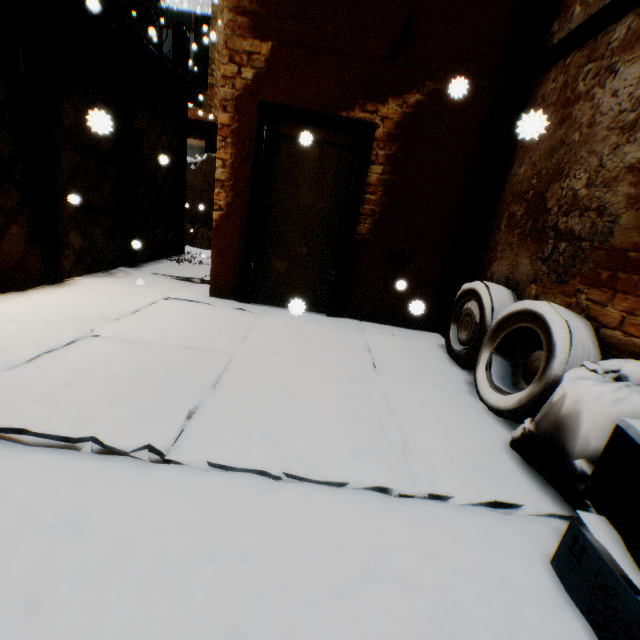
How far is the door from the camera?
4.0 meters

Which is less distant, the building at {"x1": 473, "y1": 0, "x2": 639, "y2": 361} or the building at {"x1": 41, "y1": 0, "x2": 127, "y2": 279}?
the building at {"x1": 473, "y1": 0, "x2": 639, "y2": 361}

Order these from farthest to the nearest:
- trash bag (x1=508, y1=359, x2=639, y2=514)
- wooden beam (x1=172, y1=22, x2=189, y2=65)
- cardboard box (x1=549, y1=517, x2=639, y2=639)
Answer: Answer: wooden beam (x1=172, y1=22, x2=189, y2=65) → trash bag (x1=508, y1=359, x2=639, y2=514) → cardboard box (x1=549, y1=517, x2=639, y2=639)

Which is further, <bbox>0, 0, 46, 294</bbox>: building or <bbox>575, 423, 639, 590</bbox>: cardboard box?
<bbox>0, 0, 46, 294</bbox>: building

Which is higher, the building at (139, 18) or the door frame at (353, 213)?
the building at (139, 18)

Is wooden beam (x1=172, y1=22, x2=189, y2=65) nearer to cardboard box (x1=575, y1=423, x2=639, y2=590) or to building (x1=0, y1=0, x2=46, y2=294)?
building (x1=0, y1=0, x2=46, y2=294)

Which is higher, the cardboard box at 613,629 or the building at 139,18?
the building at 139,18

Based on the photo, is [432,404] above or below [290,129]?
below
